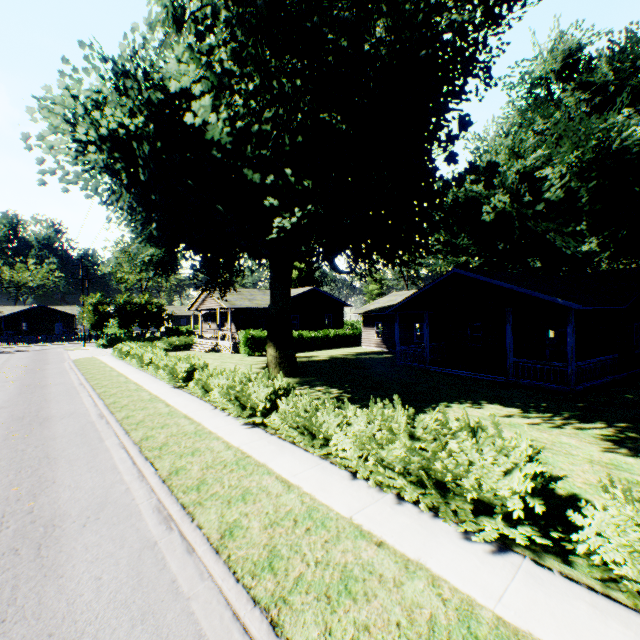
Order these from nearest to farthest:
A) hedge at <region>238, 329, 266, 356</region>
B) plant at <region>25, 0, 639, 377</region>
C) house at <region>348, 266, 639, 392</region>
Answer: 1. plant at <region>25, 0, 639, 377</region>
2. house at <region>348, 266, 639, 392</region>
3. hedge at <region>238, 329, 266, 356</region>

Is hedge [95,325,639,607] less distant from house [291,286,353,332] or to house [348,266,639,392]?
house [348,266,639,392]

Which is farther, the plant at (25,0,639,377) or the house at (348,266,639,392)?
the house at (348,266,639,392)

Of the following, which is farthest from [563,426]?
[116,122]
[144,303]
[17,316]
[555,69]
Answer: [17,316]

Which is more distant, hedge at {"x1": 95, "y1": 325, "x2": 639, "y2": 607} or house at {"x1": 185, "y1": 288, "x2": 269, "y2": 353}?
house at {"x1": 185, "y1": 288, "x2": 269, "y2": 353}

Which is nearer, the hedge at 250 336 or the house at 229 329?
the hedge at 250 336

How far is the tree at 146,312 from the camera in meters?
40.5 m

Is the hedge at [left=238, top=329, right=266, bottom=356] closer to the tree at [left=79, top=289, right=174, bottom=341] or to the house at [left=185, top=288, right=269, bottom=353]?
the house at [left=185, top=288, right=269, bottom=353]
